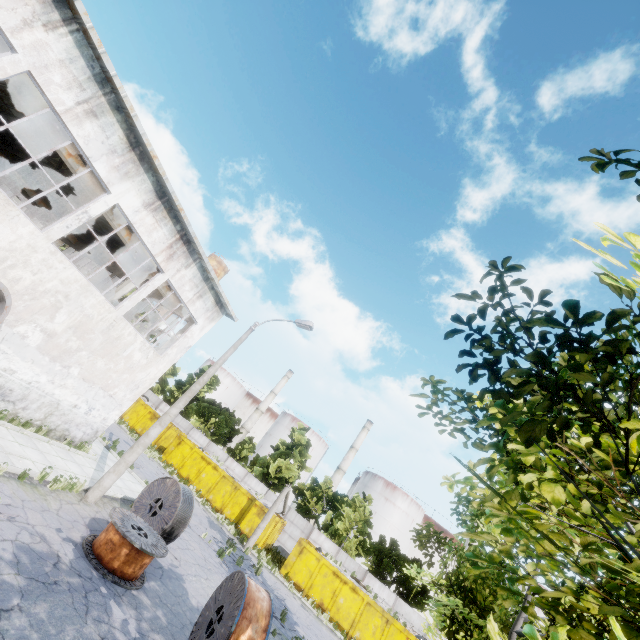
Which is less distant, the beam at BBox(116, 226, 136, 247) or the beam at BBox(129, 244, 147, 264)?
the beam at BBox(116, 226, 136, 247)

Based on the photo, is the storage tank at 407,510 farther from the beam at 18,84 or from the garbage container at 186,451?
the beam at 18,84

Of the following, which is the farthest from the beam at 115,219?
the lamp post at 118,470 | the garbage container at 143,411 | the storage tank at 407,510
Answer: the storage tank at 407,510

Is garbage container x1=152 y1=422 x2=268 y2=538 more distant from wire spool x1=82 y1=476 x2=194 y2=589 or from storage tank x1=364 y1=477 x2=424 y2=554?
storage tank x1=364 y1=477 x2=424 y2=554

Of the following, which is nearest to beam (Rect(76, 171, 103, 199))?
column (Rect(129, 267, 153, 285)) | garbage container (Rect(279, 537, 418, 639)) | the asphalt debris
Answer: column (Rect(129, 267, 153, 285))

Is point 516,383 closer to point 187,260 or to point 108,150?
point 108,150

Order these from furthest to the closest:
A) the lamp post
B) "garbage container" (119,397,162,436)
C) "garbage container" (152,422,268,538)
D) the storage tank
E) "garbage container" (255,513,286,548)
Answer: the storage tank, "garbage container" (119,397,162,436), "garbage container" (152,422,268,538), "garbage container" (255,513,286,548), the lamp post

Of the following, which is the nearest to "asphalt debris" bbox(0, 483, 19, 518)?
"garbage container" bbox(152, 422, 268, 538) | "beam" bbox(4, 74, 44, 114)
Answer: "beam" bbox(4, 74, 44, 114)
